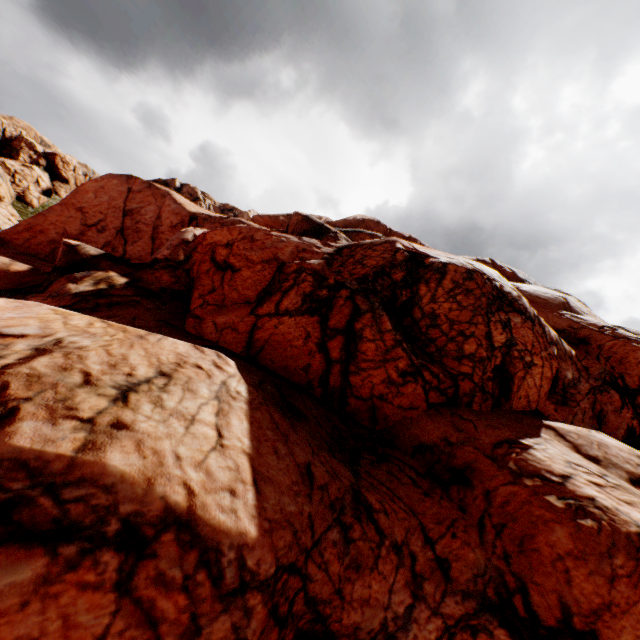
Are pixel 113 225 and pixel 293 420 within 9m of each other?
no
